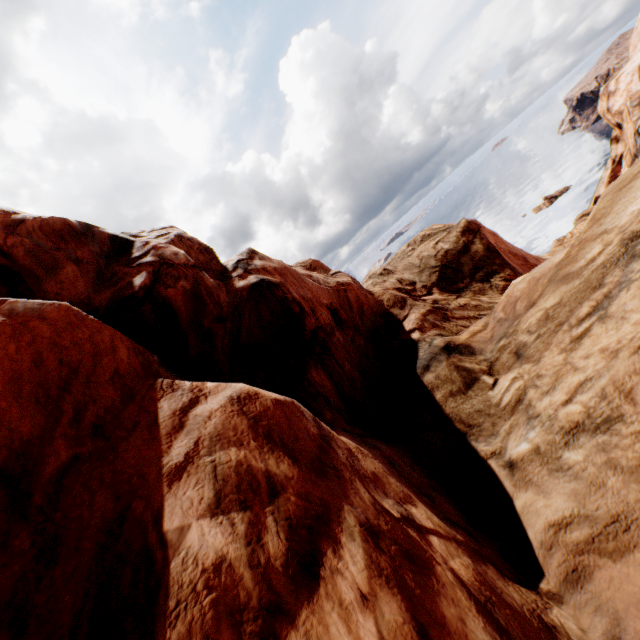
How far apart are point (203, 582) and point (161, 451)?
1.6 meters
